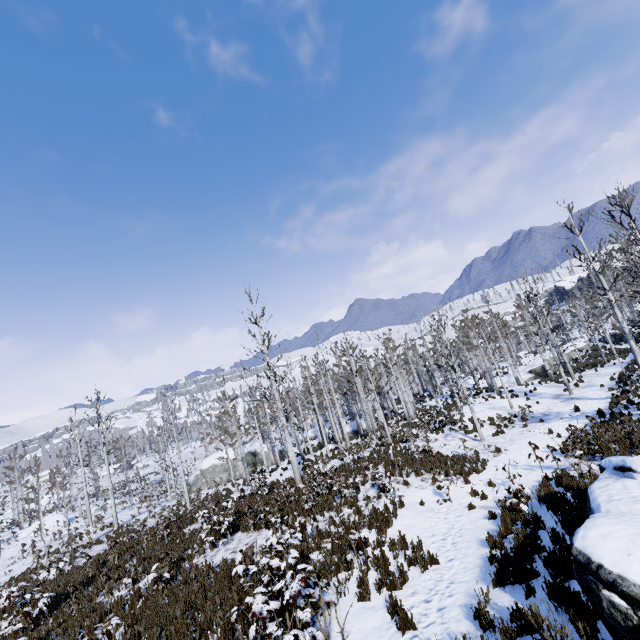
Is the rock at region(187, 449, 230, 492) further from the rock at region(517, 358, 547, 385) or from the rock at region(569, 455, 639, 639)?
the rock at region(569, 455, 639, 639)

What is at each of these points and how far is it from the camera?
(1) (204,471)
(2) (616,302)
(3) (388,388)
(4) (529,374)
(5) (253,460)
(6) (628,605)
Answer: (1) rock, 36.34m
(2) instancedfoliageactor, 26.17m
(3) instancedfoliageactor, 43.47m
(4) rock, 37.94m
(5) rock, 37.25m
(6) rock, 3.39m

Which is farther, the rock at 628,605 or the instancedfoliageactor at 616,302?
the instancedfoliageactor at 616,302

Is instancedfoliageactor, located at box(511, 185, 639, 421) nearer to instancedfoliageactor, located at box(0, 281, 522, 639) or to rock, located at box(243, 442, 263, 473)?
instancedfoliageactor, located at box(0, 281, 522, 639)

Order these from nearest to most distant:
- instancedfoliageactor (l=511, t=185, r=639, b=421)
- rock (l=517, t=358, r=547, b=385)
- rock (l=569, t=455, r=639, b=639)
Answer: rock (l=569, t=455, r=639, b=639) → instancedfoliageactor (l=511, t=185, r=639, b=421) → rock (l=517, t=358, r=547, b=385)

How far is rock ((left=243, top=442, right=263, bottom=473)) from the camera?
36.9m

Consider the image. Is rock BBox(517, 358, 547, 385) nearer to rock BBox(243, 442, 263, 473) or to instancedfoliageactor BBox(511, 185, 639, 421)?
instancedfoliageactor BBox(511, 185, 639, 421)

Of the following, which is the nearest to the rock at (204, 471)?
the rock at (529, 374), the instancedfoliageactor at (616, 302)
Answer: the rock at (529, 374)
